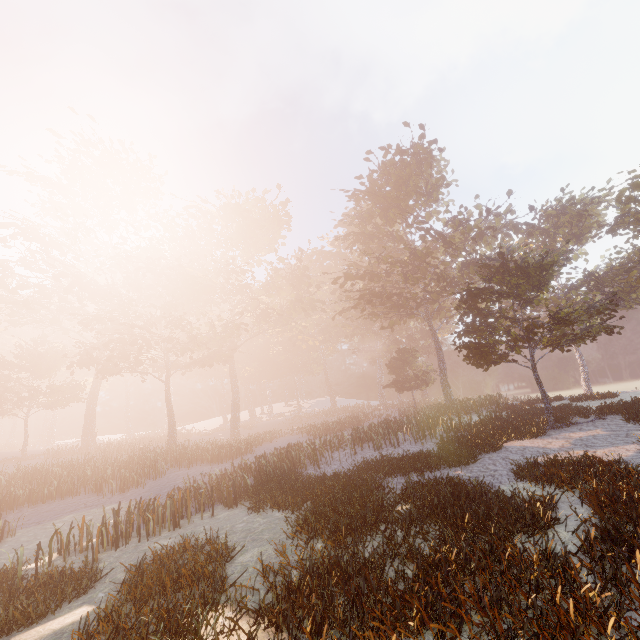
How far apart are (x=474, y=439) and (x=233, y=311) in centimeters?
4026cm
